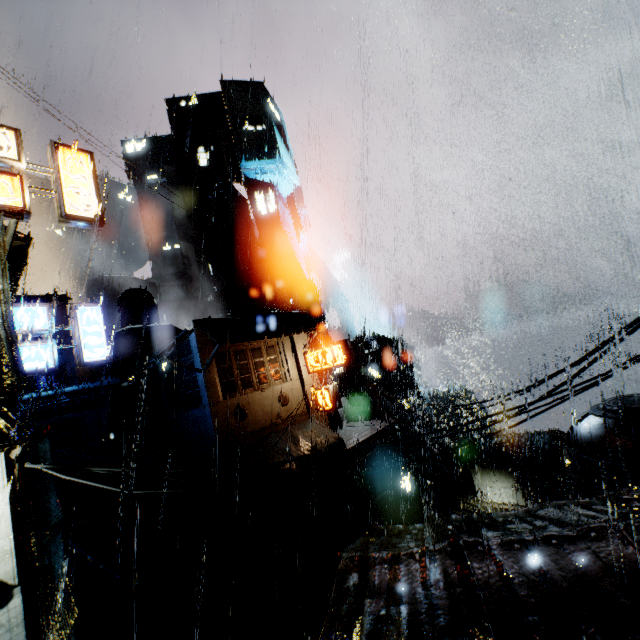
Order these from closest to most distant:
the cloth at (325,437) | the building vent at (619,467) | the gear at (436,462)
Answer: the building vent at (619,467) → the cloth at (325,437) → the gear at (436,462)

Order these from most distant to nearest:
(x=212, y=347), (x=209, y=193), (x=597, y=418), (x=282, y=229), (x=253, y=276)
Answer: (x=282, y=229) < (x=209, y=193) < (x=253, y=276) < (x=212, y=347) < (x=597, y=418)

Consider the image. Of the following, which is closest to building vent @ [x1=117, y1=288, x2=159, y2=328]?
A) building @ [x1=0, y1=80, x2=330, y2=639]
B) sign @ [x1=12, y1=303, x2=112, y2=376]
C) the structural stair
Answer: building @ [x1=0, y1=80, x2=330, y2=639]

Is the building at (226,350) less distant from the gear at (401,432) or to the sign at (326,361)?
the sign at (326,361)

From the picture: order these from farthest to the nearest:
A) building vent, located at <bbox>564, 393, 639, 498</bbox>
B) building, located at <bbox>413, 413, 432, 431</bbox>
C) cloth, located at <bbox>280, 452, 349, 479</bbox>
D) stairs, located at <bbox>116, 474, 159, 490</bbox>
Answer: building, located at <bbox>413, 413, 432, 431</bbox> → stairs, located at <bbox>116, 474, 159, 490</bbox> → cloth, located at <bbox>280, 452, 349, 479</bbox> → building vent, located at <bbox>564, 393, 639, 498</bbox>

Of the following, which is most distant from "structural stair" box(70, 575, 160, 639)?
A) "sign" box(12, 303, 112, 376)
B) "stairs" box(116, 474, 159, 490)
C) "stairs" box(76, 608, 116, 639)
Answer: "sign" box(12, 303, 112, 376)

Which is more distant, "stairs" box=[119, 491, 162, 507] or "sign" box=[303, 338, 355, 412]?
"stairs" box=[119, 491, 162, 507]

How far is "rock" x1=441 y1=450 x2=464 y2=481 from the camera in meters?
51.3 m
